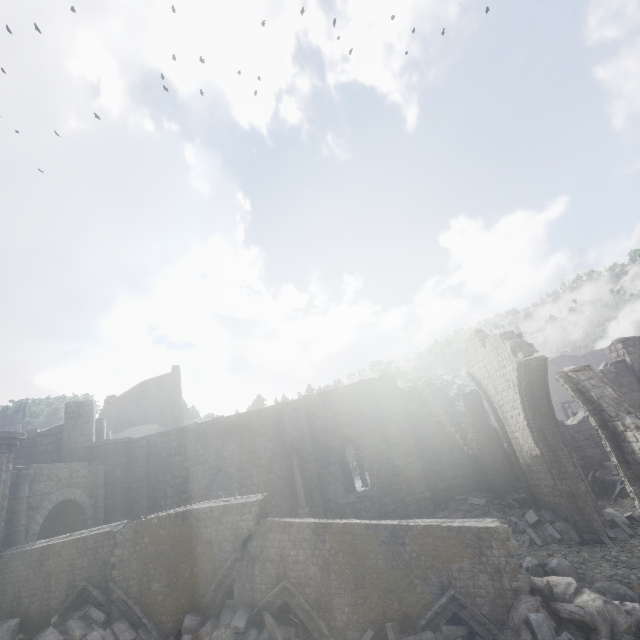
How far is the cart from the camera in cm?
1342

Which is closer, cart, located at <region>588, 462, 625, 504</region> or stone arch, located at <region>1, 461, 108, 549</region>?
stone arch, located at <region>1, 461, 108, 549</region>

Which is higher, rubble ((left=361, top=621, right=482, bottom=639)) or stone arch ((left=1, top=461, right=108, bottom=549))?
stone arch ((left=1, top=461, right=108, bottom=549))

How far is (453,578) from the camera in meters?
7.5 m

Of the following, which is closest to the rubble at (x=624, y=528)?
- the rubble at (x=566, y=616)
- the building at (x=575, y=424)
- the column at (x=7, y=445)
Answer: the building at (x=575, y=424)

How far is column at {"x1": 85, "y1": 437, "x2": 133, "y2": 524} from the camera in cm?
1702

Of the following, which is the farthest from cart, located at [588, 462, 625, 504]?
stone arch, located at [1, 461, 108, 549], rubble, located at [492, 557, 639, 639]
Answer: stone arch, located at [1, 461, 108, 549]

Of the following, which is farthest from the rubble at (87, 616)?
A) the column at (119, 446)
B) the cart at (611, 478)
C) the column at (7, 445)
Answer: the cart at (611, 478)
